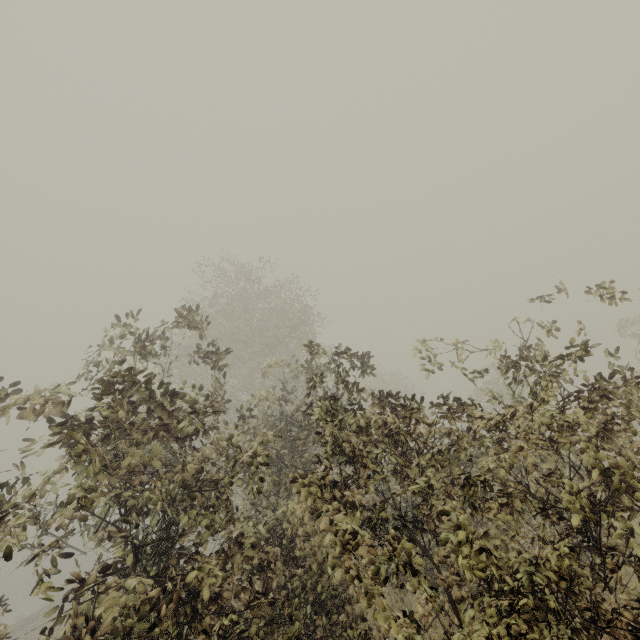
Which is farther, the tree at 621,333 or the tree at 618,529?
the tree at 621,333

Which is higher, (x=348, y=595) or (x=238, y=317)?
(x=238, y=317)

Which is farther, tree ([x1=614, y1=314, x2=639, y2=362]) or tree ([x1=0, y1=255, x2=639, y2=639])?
tree ([x1=614, y1=314, x2=639, y2=362])
